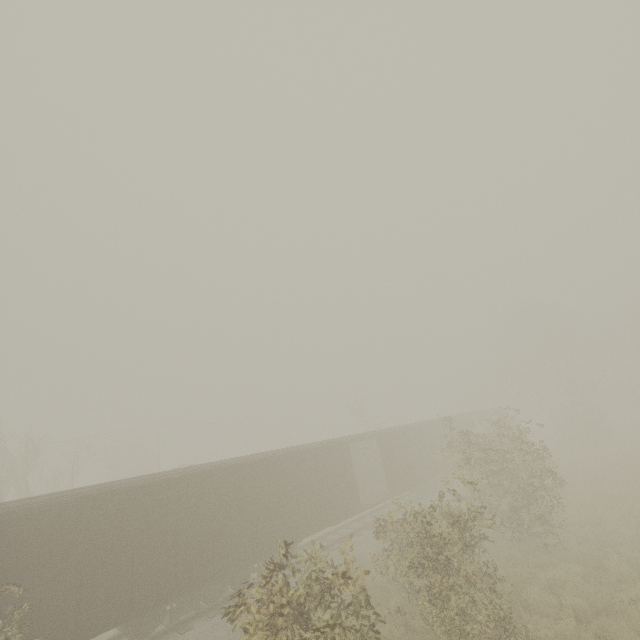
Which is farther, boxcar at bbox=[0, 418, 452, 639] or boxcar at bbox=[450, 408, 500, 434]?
boxcar at bbox=[450, 408, 500, 434]

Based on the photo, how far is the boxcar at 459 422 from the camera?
29.0m

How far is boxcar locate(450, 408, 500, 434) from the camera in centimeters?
2897cm

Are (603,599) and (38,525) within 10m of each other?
no

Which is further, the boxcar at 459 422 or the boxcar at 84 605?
the boxcar at 459 422
